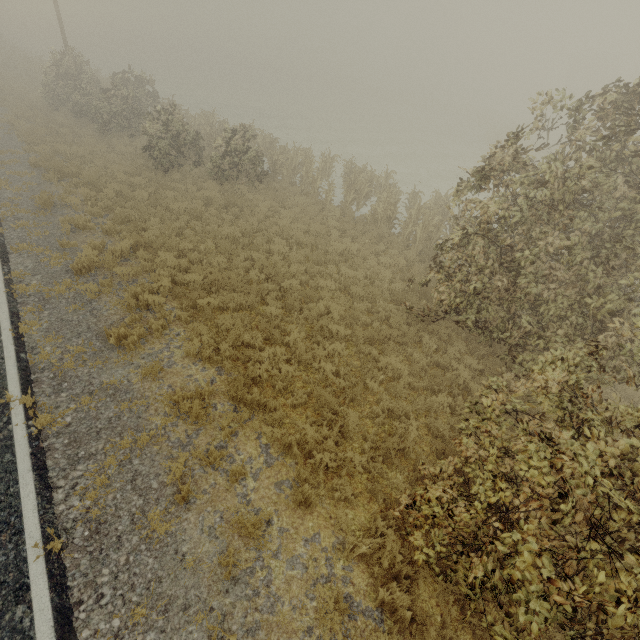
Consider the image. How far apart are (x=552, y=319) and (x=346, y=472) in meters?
6.0 m
